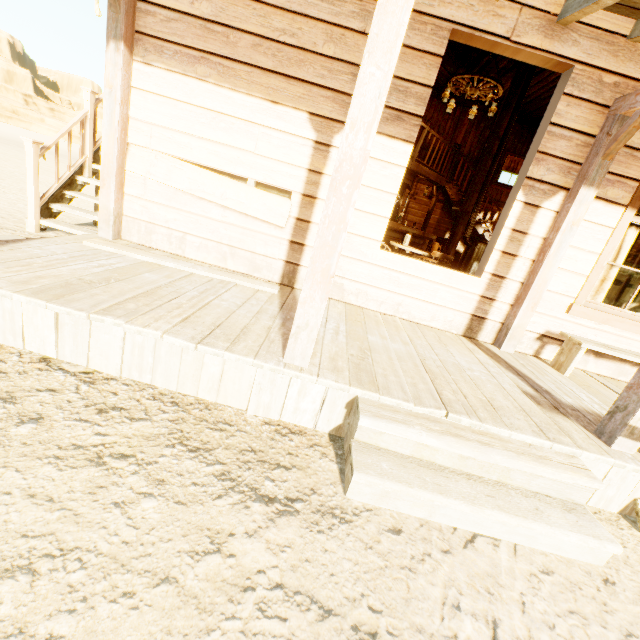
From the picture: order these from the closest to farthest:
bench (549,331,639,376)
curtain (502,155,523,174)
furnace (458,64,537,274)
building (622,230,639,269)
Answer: bench (549,331,639,376) < furnace (458,64,537,274) < building (622,230,639,269) < curtain (502,155,523,174)

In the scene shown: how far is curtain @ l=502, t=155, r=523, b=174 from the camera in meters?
12.6

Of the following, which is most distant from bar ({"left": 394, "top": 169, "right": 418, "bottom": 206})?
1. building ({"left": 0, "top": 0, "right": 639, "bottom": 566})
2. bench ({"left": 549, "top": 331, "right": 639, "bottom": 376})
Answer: bench ({"left": 549, "top": 331, "right": 639, "bottom": 376})

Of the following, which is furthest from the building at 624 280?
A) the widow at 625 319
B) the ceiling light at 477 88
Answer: the ceiling light at 477 88

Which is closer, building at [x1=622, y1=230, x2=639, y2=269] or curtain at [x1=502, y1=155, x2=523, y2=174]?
building at [x1=622, y1=230, x2=639, y2=269]

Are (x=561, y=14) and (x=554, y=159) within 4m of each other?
yes

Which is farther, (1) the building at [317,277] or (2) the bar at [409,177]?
(2) the bar at [409,177]

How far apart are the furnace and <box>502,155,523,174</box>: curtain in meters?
8.0 m
